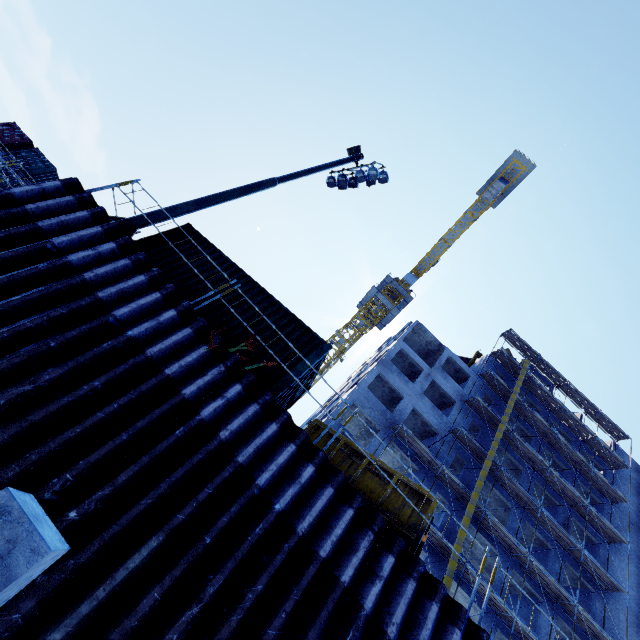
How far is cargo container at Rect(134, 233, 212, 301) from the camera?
8.5m

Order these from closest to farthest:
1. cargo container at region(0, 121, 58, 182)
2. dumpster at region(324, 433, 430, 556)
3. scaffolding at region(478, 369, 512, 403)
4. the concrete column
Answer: the concrete column → dumpster at region(324, 433, 430, 556) → cargo container at region(0, 121, 58, 182) → scaffolding at region(478, 369, 512, 403)

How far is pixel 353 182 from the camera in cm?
1569

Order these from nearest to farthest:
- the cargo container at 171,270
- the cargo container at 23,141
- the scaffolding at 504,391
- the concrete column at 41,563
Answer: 1. the concrete column at 41,563
2. the cargo container at 171,270
3. the cargo container at 23,141
4. the scaffolding at 504,391

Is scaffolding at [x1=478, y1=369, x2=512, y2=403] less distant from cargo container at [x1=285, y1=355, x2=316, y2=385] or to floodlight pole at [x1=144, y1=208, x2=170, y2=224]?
cargo container at [x1=285, y1=355, x2=316, y2=385]

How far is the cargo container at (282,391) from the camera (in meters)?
7.47
